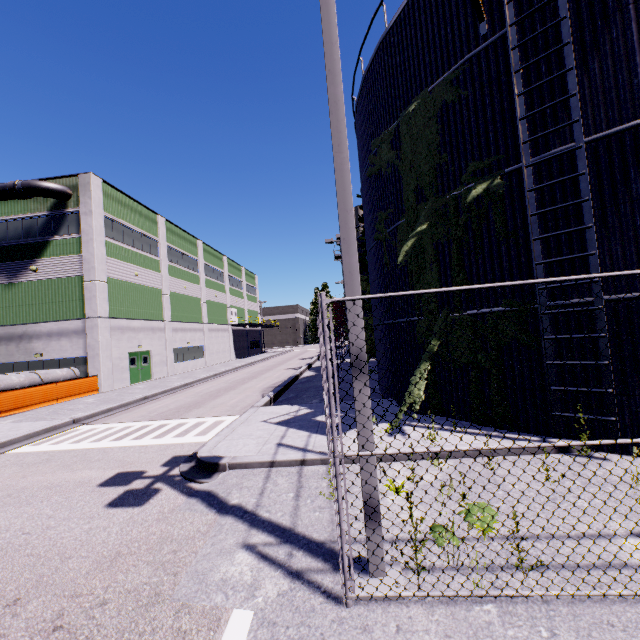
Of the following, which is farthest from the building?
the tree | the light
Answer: the light

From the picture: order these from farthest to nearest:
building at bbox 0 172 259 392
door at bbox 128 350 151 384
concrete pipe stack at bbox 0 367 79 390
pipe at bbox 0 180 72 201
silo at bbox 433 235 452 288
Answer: door at bbox 128 350 151 384 < building at bbox 0 172 259 392 < pipe at bbox 0 180 72 201 < concrete pipe stack at bbox 0 367 79 390 < silo at bbox 433 235 452 288

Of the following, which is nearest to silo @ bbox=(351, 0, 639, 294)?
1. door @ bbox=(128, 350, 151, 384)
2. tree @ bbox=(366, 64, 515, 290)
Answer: tree @ bbox=(366, 64, 515, 290)

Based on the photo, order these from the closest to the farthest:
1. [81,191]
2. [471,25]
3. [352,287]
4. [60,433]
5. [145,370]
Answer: [352,287], [471,25], [60,433], [81,191], [145,370]

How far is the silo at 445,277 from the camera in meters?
8.5

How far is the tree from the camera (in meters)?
7.58

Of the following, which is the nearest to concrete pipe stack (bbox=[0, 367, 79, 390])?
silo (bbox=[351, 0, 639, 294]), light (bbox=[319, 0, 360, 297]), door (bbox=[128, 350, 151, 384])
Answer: silo (bbox=[351, 0, 639, 294])

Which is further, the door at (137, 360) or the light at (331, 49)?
the door at (137, 360)
